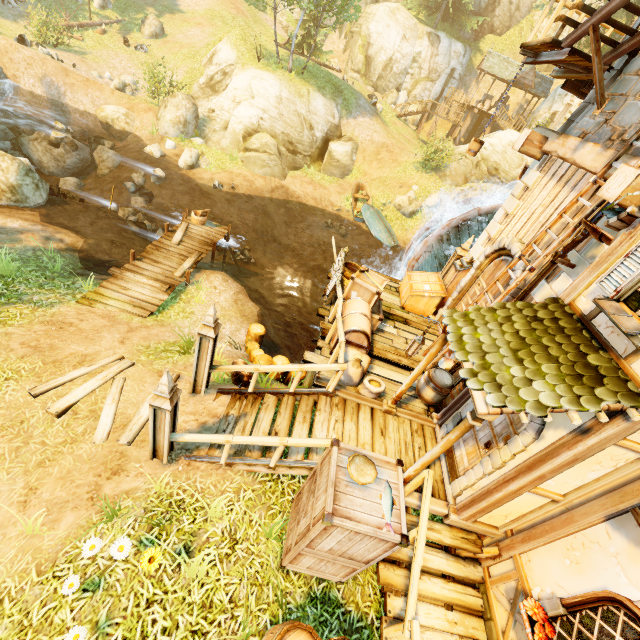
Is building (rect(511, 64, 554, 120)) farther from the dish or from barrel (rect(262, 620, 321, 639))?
barrel (rect(262, 620, 321, 639))

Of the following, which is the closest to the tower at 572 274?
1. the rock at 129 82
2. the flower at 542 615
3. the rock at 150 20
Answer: the flower at 542 615

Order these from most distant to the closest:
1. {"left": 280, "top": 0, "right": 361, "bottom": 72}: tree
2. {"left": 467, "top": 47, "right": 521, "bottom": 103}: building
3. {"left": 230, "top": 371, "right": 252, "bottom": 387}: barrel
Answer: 1. {"left": 467, "top": 47, "right": 521, "bottom": 103}: building
2. {"left": 280, "top": 0, "right": 361, "bottom": 72}: tree
3. {"left": 230, "top": 371, "right": 252, "bottom": 387}: barrel

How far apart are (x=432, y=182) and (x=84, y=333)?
23.2m

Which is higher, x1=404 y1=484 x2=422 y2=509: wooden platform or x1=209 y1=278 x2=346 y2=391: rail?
x1=209 y1=278 x2=346 y2=391: rail

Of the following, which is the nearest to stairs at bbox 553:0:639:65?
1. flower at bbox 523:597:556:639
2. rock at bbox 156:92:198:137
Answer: flower at bbox 523:597:556:639

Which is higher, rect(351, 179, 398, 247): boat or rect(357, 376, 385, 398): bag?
rect(357, 376, 385, 398): bag

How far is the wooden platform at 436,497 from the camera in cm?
559
